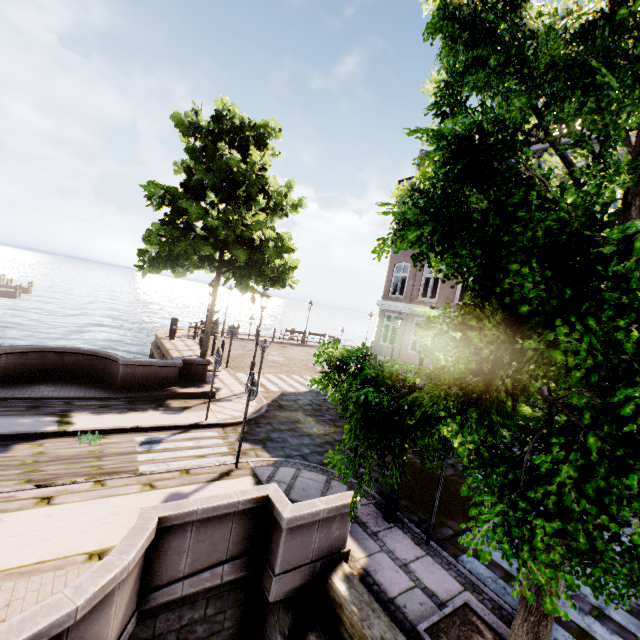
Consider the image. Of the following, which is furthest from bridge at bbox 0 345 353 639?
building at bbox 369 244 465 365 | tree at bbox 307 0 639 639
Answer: building at bbox 369 244 465 365

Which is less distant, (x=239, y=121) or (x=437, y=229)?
(x=437, y=229)

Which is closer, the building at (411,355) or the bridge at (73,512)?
the bridge at (73,512)

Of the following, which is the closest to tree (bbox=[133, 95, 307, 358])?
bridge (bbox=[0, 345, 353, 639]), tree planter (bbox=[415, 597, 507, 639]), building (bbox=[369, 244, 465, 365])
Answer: tree planter (bbox=[415, 597, 507, 639])

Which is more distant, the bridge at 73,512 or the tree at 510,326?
the bridge at 73,512

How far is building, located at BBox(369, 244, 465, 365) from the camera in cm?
1491

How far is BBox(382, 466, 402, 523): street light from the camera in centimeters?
564cm
